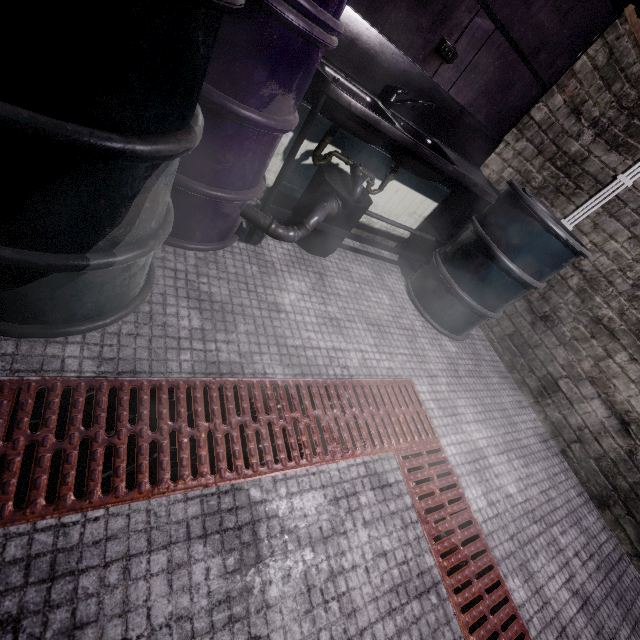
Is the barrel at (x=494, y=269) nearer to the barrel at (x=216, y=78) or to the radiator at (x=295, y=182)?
the radiator at (x=295, y=182)

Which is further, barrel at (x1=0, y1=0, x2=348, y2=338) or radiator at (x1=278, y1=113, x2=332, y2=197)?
radiator at (x1=278, y1=113, x2=332, y2=197)

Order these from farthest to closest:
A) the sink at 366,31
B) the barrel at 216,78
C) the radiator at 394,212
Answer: the radiator at 394,212 → the sink at 366,31 → the barrel at 216,78

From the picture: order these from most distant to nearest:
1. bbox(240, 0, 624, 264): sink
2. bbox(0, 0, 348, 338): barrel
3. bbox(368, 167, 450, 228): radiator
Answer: bbox(368, 167, 450, 228): radiator → bbox(240, 0, 624, 264): sink → bbox(0, 0, 348, 338): barrel

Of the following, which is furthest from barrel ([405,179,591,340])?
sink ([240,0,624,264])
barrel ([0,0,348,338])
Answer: barrel ([0,0,348,338])

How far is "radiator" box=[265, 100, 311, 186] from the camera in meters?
1.9

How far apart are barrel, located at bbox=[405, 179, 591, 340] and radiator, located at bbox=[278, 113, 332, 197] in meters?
0.4 m

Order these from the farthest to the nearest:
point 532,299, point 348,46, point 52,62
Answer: point 532,299 < point 348,46 < point 52,62
